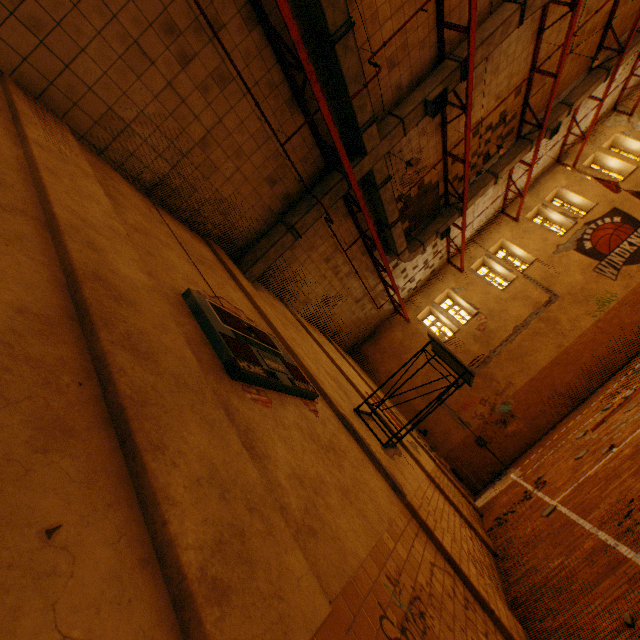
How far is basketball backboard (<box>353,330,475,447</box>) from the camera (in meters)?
6.32

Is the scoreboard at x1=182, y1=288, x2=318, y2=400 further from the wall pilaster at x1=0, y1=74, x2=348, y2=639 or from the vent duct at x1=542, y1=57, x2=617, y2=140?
the vent duct at x1=542, y1=57, x2=617, y2=140

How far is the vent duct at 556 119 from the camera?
12.95m

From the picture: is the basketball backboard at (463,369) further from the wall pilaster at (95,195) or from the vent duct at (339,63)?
the wall pilaster at (95,195)

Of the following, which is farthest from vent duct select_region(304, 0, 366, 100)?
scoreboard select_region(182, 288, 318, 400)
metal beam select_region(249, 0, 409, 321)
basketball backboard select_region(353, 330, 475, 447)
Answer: basketball backboard select_region(353, 330, 475, 447)

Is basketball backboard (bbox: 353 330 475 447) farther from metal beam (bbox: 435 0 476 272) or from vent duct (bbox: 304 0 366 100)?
metal beam (bbox: 435 0 476 272)

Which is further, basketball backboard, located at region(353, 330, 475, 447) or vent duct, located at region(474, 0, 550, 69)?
vent duct, located at region(474, 0, 550, 69)

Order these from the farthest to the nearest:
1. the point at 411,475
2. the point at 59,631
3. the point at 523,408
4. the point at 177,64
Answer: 1. the point at 523,408
2. the point at 411,475
3. the point at 177,64
4. the point at 59,631
